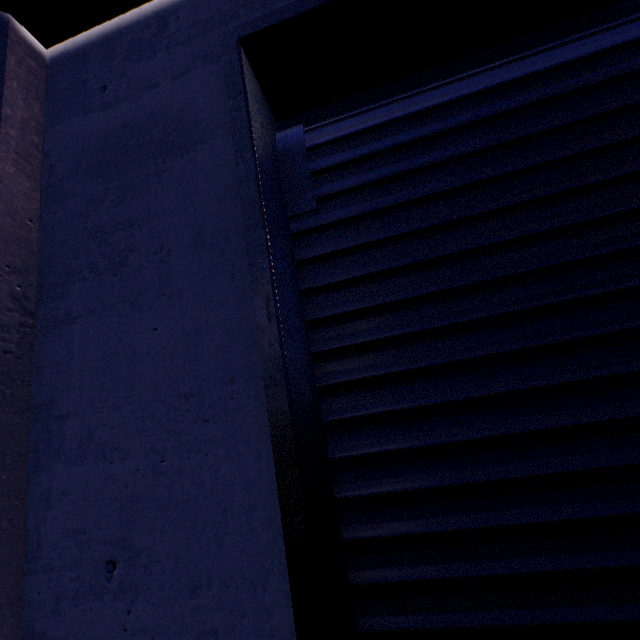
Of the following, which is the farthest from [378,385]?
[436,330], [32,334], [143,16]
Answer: [143,16]
